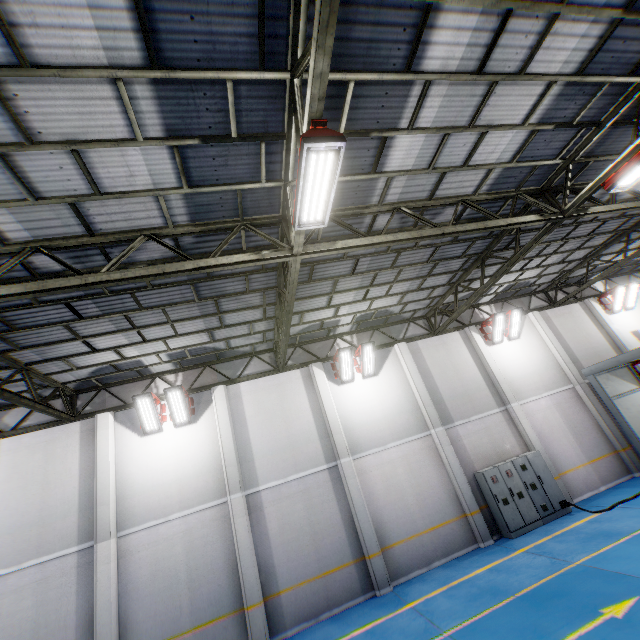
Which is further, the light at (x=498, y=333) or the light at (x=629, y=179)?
the light at (x=498, y=333)

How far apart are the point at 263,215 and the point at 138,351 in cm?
693

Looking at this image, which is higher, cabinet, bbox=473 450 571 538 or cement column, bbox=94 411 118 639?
cement column, bbox=94 411 118 639

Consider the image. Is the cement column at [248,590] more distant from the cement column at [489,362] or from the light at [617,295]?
the light at [617,295]

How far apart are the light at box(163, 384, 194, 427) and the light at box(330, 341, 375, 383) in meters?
5.6

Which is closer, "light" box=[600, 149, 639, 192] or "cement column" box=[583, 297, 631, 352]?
"light" box=[600, 149, 639, 192]

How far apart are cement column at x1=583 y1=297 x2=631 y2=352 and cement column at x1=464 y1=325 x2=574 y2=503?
7.32m

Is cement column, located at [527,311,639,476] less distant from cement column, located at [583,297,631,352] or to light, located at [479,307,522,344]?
light, located at [479,307,522,344]
